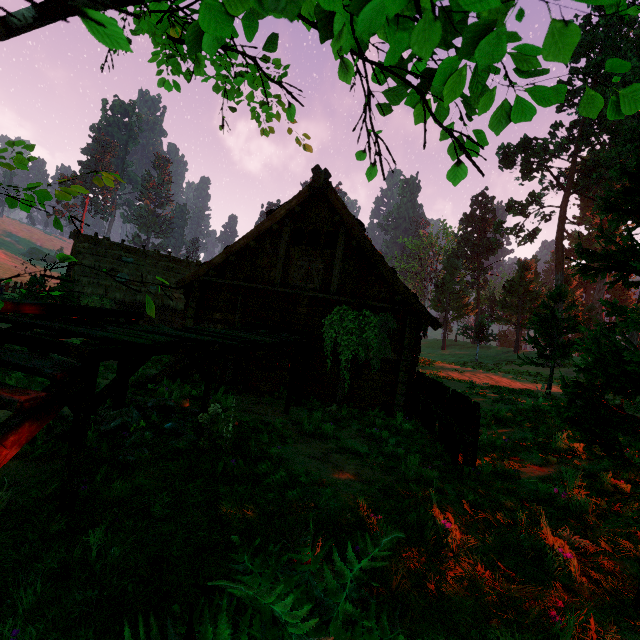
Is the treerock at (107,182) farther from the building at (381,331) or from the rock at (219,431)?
the rock at (219,431)

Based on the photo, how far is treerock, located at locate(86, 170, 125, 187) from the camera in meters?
2.3 m

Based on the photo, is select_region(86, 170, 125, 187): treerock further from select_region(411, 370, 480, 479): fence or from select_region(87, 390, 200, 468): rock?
select_region(87, 390, 200, 468): rock

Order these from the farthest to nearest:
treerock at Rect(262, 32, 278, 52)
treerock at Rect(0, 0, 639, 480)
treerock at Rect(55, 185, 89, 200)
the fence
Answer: the fence
treerock at Rect(55, 185, 89, 200)
treerock at Rect(262, 32, 278, 52)
treerock at Rect(0, 0, 639, 480)

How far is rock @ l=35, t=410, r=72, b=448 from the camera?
4.15m

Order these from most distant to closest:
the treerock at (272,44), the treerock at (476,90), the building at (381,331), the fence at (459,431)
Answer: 1. the fence at (459,431)
2. the building at (381,331)
3. the treerock at (272,44)
4. the treerock at (476,90)

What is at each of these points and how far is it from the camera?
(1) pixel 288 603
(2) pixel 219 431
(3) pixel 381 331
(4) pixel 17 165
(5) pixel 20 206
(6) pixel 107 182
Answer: (1) treerock, 1.5 meters
(2) rock, 4.2 meters
(3) building, 10.8 meters
(4) treerock, 2.2 meters
(5) treerock, 1.8 meters
(6) treerock, 2.3 meters

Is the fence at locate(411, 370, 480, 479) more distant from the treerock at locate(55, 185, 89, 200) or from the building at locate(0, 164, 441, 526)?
the treerock at locate(55, 185, 89, 200)
